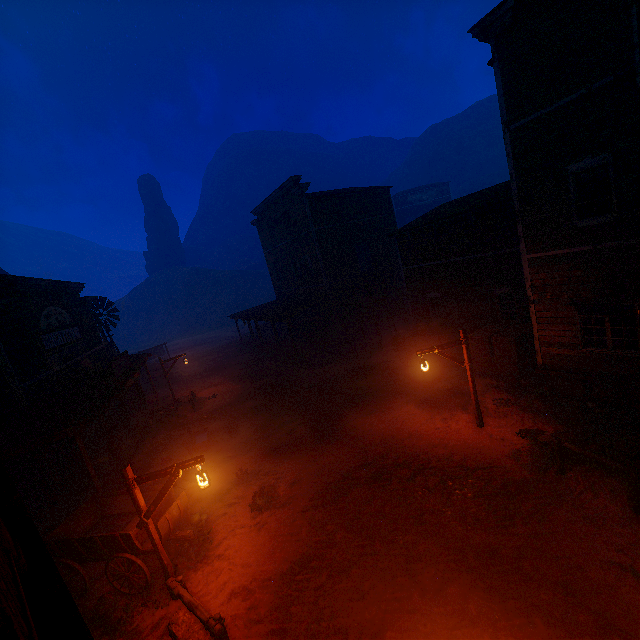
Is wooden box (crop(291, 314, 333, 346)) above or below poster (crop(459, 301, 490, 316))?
below

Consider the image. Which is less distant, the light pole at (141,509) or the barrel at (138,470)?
the light pole at (141,509)

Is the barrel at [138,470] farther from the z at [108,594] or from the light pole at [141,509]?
the light pole at [141,509]

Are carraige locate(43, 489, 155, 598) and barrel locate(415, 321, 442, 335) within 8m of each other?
no

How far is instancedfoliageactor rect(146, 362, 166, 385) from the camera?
27.44m

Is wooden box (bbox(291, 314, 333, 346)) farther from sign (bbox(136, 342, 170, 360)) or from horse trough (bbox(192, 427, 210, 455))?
sign (bbox(136, 342, 170, 360))

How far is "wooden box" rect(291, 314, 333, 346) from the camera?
23.16m

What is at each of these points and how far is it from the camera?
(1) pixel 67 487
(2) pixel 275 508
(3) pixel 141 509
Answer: (1) metal tub, 10.9m
(2) z, 9.4m
(3) light pole, 6.9m
